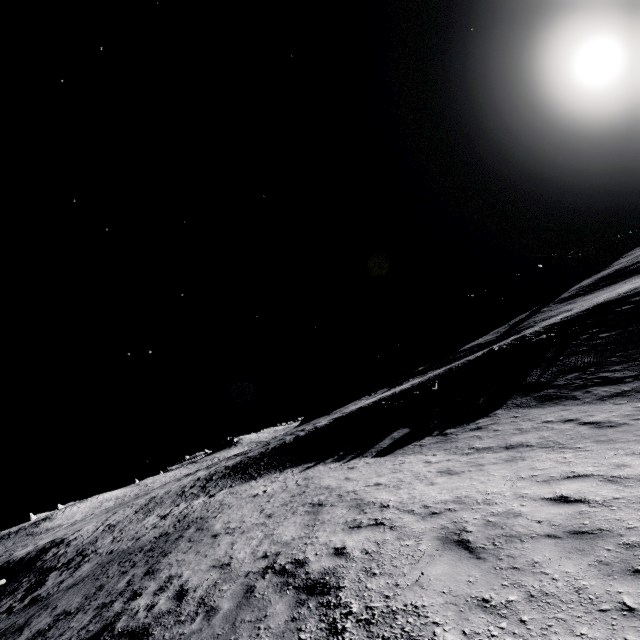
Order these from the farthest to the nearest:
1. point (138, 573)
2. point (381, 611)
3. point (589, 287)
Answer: point (589, 287)
point (138, 573)
point (381, 611)

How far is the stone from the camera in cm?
5769

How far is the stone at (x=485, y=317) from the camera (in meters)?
57.69
